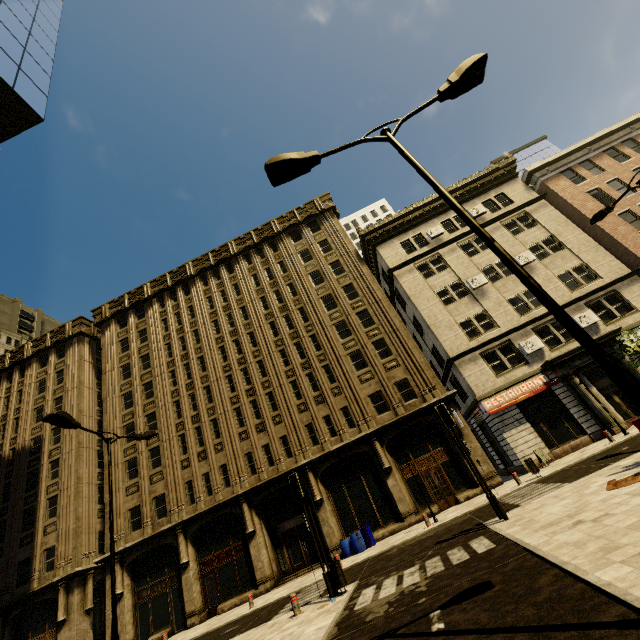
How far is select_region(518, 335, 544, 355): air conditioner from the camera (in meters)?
21.50

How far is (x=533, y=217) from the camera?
26.42m

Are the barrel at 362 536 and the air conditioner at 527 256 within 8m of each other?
no

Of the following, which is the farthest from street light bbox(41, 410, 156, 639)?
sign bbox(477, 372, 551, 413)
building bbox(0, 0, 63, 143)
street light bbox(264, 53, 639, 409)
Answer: sign bbox(477, 372, 551, 413)

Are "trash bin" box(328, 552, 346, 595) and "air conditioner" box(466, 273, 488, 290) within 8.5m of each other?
no

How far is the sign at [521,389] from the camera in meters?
20.6 m

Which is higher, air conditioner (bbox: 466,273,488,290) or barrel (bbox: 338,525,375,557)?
air conditioner (bbox: 466,273,488,290)

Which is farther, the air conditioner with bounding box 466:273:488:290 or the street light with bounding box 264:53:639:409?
the air conditioner with bounding box 466:273:488:290
